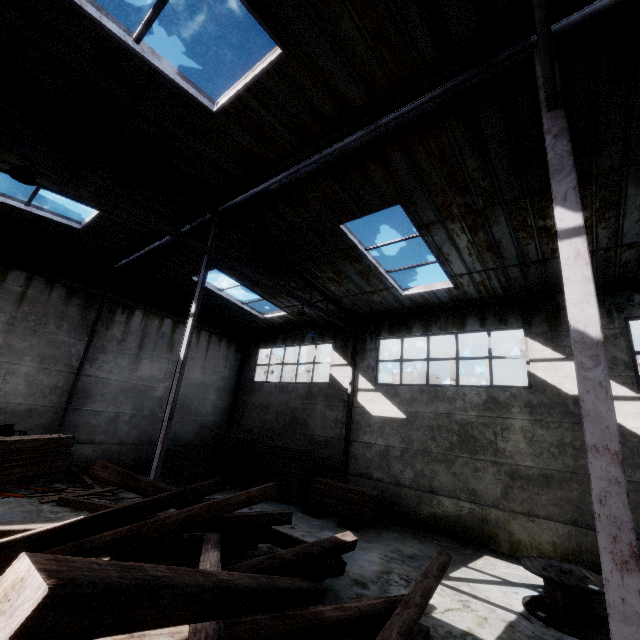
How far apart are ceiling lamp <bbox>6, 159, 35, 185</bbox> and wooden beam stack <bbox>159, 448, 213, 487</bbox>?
10.66m

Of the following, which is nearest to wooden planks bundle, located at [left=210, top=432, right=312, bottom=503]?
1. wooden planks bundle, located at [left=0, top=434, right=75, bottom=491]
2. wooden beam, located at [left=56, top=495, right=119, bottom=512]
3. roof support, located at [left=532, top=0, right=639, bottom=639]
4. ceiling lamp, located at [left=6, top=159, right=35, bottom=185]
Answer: wooden beam, located at [left=56, top=495, right=119, bottom=512]

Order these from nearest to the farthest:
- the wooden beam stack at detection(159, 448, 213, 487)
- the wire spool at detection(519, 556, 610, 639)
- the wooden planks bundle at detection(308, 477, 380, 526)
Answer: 1. the wire spool at detection(519, 556, 610, 639)
2. the wooden planks bundle at detection(308, 477, 380, 526)
3. the wooden beam stack at detection(159, 448, 213, 487)

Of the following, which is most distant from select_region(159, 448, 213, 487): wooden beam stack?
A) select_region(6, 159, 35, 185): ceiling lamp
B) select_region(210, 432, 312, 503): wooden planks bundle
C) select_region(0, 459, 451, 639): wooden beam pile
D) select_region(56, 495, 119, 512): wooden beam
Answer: select_region(6, 159, 35, 185): ceiling lamp

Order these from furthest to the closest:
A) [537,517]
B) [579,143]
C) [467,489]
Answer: [467,489] → [537,517] → [579,143]

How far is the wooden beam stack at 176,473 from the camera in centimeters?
1280cm

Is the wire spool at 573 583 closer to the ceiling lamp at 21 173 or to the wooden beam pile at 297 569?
the wooden beam pile at 297 569

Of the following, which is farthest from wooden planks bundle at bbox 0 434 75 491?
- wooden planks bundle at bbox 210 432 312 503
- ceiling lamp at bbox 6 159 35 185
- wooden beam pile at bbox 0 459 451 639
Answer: wooden planks bundle at bbox 210 432 312 503
